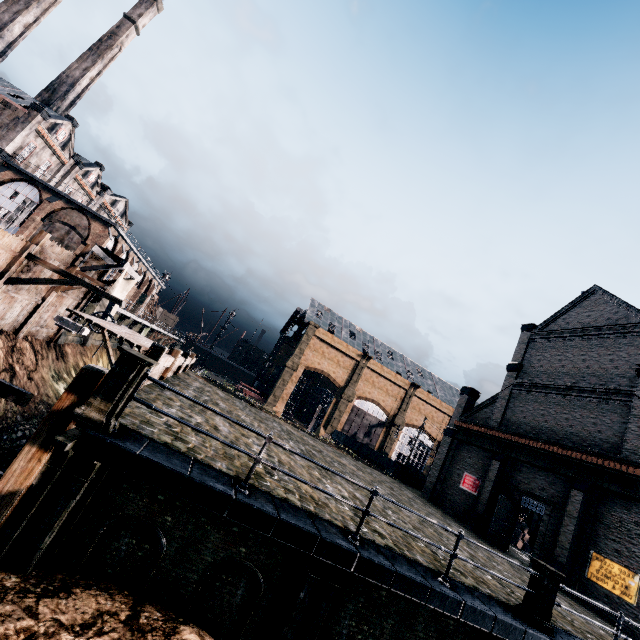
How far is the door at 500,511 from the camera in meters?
21.6

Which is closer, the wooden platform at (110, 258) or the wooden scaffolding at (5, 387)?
the wooden scaffolding at (5, 387)

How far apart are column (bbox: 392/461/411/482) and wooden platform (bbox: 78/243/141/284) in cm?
3181

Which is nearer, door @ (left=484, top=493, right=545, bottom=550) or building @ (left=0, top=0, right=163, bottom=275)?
door @ (left=484, top=493, right=545, bottom=550)

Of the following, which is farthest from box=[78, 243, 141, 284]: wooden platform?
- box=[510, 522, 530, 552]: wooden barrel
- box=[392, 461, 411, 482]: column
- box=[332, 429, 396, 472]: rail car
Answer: box=[510, 522, 530, 552]: wooden barrel

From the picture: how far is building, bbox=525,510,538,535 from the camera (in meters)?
32.38

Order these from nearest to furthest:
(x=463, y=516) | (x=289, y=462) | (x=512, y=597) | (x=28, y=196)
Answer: (x=512, y=597) → (x=289, y=462) → (x=463, y=516) → (x=28, y=196)

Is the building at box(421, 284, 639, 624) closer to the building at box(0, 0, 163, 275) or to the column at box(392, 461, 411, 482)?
the column at box(392, 461, 411, 482)
